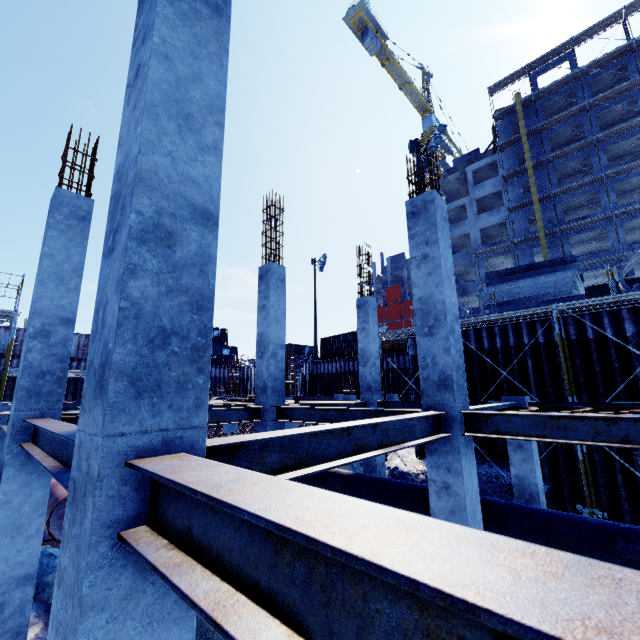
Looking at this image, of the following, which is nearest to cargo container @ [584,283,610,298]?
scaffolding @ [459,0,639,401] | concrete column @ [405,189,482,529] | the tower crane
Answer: scaffolding @ [459,0,639,401]

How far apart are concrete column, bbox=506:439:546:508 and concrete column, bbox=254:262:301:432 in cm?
618

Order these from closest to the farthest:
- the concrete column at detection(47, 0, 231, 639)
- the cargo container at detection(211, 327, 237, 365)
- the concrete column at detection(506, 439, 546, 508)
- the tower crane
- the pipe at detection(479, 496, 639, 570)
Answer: the concrete column at detection(47, 0, 231, 639) → the pipe at detection(479, 496, 639, 570) → the concrete column at detection(506, 439, 546, 508) → the cargo container at detection(211, 327, 237, 365) → the tower crane

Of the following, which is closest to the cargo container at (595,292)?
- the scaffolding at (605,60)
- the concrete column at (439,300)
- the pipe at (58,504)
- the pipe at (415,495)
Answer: the scaffolding at (605,60)

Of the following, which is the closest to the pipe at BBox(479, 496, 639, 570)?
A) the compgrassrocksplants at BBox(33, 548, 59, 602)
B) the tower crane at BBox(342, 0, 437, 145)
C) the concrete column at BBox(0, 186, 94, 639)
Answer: the compgrassrocksplants at BBox(33, 548, 59, 602)

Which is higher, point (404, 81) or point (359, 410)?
point (404, 81)

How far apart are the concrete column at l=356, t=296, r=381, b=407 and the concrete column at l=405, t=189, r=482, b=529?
6.2 meters

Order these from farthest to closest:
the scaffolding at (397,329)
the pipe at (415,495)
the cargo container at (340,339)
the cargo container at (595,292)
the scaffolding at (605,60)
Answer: the cargo container at (340,339) < the cargo container at (595,292) < the scaffolding at (397,329) < the scaffolding at (605,60) < the pipe at (415,495)
